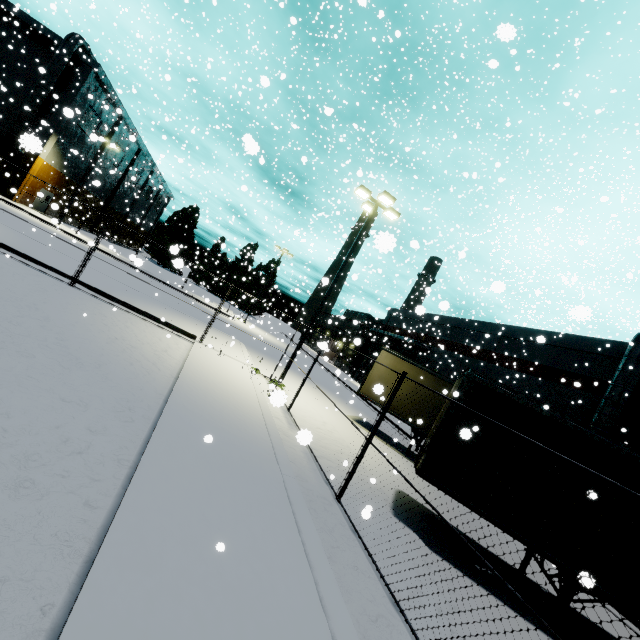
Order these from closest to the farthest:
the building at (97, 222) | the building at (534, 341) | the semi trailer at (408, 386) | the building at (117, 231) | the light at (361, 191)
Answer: the semi trailer at (408, 386) < the light at (361, 191) < the building at (534, 341) < the building at (97, 222) < the building at (117, 231)

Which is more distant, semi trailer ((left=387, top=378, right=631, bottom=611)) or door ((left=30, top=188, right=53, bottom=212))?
door ((left=30, top=188, right=53, bottom=212))

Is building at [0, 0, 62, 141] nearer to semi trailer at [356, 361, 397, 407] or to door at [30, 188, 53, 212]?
door at [30, 188, 53, 212]

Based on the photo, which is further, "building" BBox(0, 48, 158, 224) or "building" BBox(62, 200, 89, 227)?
"building" BBox(62, 200, 89, 227)

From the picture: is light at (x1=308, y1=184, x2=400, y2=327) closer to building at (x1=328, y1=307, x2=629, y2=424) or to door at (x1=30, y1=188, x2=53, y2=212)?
building at (x1=328, y1=307, x2=629, y2=424)

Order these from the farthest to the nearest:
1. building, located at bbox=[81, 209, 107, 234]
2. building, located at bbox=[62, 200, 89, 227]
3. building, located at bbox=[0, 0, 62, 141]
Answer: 1. building, located at bbox=[81, 209, 107, 234]
2. building, located at bbox=[62, 200, 89, 227]
3. building, located at bbox=[0, 0, 62, 141]

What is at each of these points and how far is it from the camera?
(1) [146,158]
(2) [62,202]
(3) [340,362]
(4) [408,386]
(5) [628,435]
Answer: (1) building, 53.7m
(2) building, 39.1m
(3) building, 49.0m
(4) semi trailer, 15.6m
(5) building, 16.4m

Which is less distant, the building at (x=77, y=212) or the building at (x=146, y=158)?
the building at (x=146, y=158)
